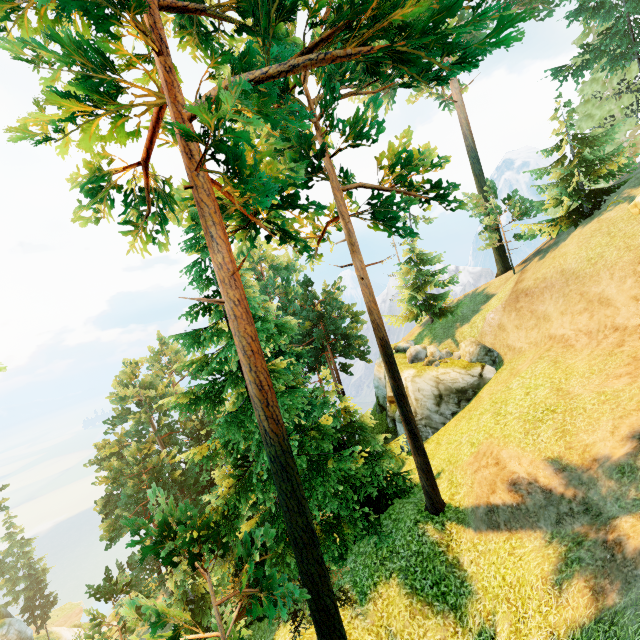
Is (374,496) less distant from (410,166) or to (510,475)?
(510,475)

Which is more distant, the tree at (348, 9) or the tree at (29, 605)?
the tree at (29, 605)

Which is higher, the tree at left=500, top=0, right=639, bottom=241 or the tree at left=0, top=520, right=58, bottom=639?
the tree at left=500, top=0, right=639, bottom=241

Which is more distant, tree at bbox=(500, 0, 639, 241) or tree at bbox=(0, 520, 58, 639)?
tree at bbox=(0, 520, 58, 639)

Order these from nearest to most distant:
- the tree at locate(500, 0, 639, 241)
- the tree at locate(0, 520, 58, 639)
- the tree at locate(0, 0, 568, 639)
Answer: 1. the tree at locate(0, 0, 568, 639)
2. the tree at locate(500, 0, 639, 241)
3. the tree at locate(0, 520, 58, 639)
